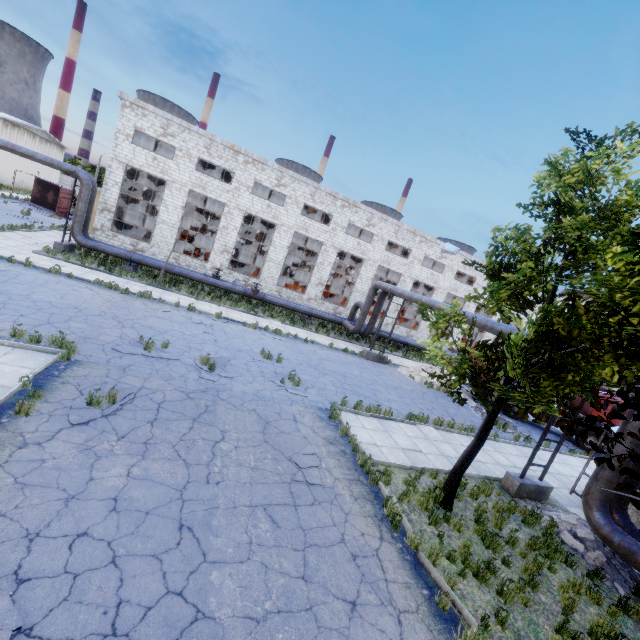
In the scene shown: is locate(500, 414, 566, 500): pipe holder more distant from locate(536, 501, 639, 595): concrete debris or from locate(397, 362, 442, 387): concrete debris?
locate(397, 362, 442, 387): concrete debris

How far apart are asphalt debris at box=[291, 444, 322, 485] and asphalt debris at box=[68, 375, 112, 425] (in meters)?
4.51

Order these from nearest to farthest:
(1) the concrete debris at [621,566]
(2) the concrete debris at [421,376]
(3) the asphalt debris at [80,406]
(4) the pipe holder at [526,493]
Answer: (3) the asphalt debris at [80,406], (1) the concrete debris at [621,566], (4) the pipe holder at [526,493], (2) the concrete debris at [421,376]

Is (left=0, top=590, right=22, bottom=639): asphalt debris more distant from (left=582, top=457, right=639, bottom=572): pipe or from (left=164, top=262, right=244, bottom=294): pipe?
(left=164, top=262, right=244, bottom=294): pipe

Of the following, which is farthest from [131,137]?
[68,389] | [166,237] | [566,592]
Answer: [566,592]

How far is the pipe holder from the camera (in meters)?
10.77

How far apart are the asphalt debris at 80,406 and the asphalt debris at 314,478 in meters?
4.5 m

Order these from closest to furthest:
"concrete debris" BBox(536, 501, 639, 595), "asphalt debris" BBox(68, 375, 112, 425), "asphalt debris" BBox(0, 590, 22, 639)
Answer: "asphalt debris" BBox(0, 590, 22, 639) < "asphalt debris" BBox(68, 375, 112, 425) < "concrete debris" BBox(536, 501, 639, 595)
